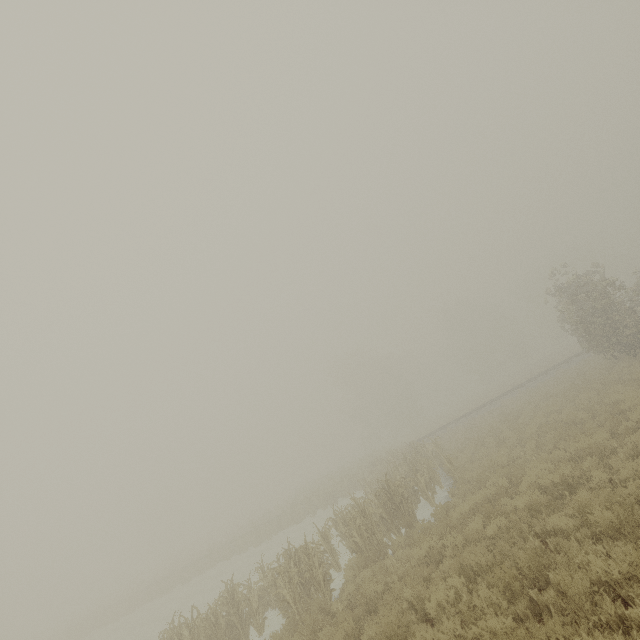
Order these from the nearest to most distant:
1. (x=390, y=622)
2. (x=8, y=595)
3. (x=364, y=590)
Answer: (x=390, y=622), (x=364, y=590), (x=8, y=595)
